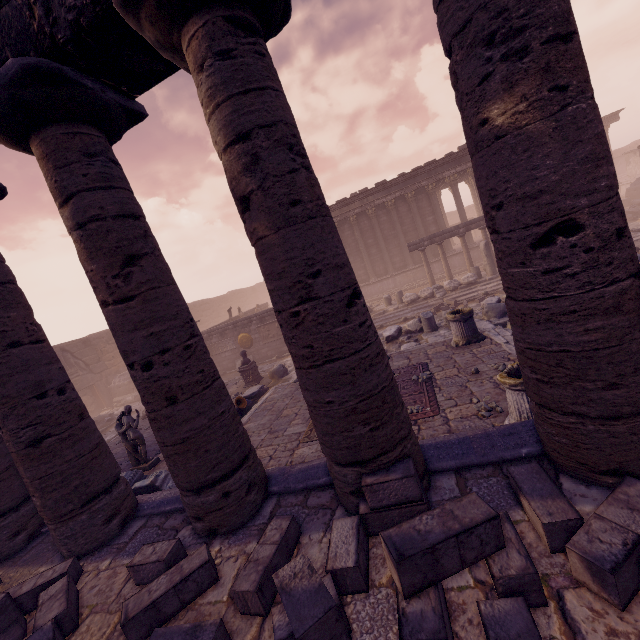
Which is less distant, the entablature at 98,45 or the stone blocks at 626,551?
the stone blocks at 626,551

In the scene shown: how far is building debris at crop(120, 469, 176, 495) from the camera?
6.79m

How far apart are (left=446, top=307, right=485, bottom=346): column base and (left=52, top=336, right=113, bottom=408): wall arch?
21.5m

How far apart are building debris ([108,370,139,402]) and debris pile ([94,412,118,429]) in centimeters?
426cm

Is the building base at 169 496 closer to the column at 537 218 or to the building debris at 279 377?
the column at 537 218

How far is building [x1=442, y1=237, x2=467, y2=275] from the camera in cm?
2225

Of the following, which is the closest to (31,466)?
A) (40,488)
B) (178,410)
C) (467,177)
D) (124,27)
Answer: (40,488)

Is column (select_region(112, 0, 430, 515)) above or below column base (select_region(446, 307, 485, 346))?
above
